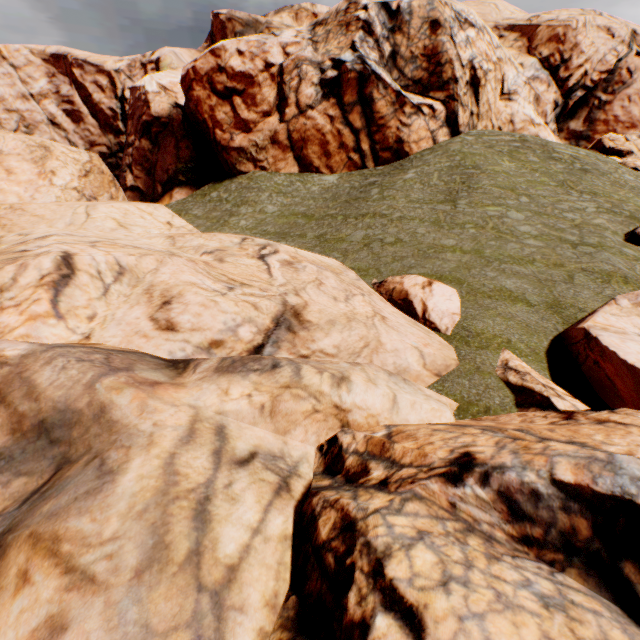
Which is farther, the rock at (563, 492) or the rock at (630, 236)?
the rock at (630, 236)

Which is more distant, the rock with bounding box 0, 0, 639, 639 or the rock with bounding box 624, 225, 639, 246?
the rock with bounding box 624, 225, 639, 246

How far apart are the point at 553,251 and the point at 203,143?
34.16m
